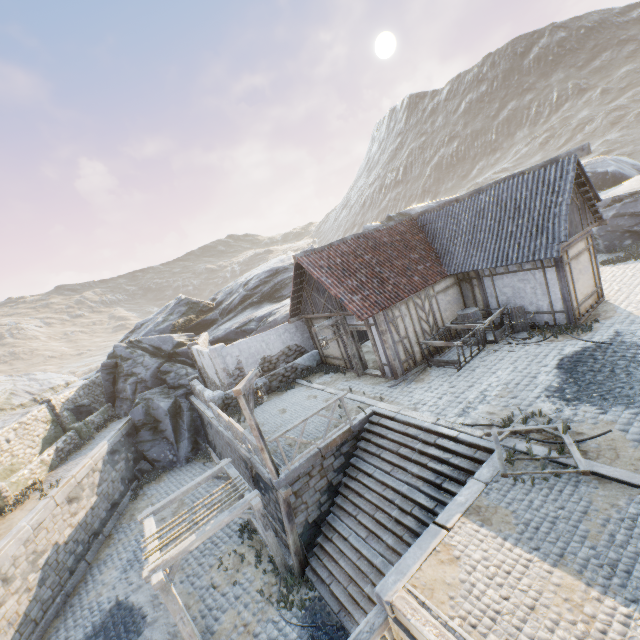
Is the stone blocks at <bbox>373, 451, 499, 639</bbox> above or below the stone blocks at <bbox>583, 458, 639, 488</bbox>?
below

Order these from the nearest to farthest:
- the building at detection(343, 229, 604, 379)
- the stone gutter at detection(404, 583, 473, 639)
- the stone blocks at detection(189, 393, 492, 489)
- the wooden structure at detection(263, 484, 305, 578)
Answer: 1. the stone gutter at detection(404, 583, 473, 639)
2. the stone blocks at detection(189, 393, 492, 489)
3. the wooden structure at detection(263, 484, 305, 578)
4. the building at detection(343, 229, 604, 379)

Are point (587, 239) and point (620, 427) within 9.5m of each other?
yes

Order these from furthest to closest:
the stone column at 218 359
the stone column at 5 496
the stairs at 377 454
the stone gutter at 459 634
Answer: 1. the stone column at 218 359
2. the stone column at 5 496
3. the stairs at 377 454
4. the stone gutter at 459 634

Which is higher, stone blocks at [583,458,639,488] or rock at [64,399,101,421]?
rock at [64,399,101,421]

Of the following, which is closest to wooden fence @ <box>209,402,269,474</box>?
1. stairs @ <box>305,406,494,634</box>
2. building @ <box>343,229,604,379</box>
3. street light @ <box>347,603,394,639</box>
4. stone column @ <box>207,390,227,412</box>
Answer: stone column @ <box>207,390,227,412</box>

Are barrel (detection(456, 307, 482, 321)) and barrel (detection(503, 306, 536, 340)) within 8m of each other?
yes

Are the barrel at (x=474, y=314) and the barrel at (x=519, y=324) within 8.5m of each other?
yes
